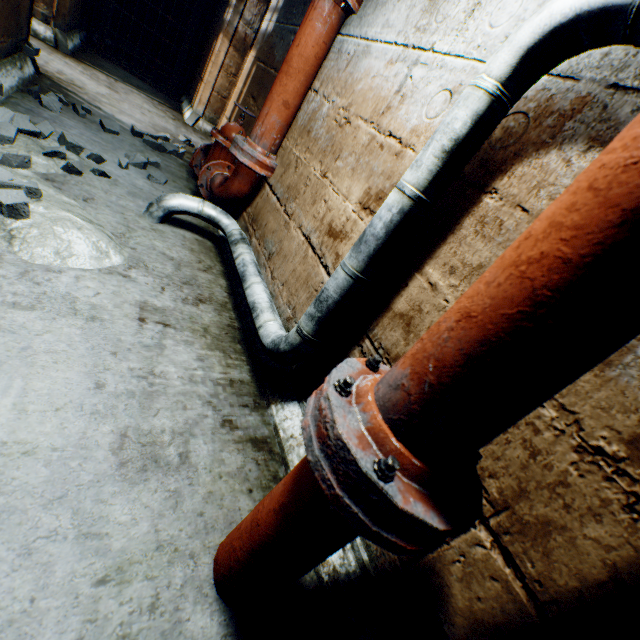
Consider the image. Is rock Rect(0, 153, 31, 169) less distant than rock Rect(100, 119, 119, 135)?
Yes

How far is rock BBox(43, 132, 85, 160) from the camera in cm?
204

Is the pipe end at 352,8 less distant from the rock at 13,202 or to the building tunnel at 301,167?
the building tunnel at 301,167

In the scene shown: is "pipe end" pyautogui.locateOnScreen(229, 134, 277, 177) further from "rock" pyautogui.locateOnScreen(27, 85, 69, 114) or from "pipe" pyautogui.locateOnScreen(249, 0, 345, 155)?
"rock" pyautogui.locateOnScreen(27, 85, 69, 114)

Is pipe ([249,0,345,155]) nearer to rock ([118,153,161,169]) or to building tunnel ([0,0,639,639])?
building tunnel ([0,0,639,639])

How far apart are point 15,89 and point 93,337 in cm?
275

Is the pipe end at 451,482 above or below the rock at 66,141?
above

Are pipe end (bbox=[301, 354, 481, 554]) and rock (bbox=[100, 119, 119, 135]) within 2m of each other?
no
